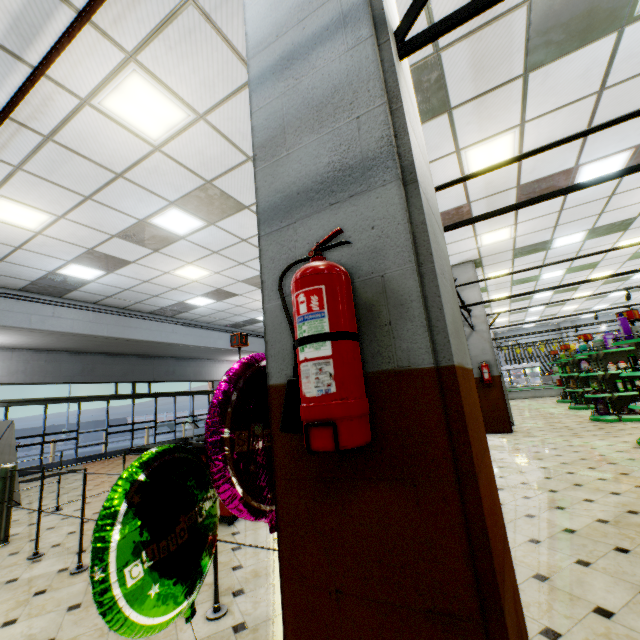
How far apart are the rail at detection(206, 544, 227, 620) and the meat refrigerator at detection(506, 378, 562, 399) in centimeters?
2193cm

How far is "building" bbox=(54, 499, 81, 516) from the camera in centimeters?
542cm

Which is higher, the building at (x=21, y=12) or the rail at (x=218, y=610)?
the building at (x=21, y=12)

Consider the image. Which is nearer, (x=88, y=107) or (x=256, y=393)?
(x=256, y=393)

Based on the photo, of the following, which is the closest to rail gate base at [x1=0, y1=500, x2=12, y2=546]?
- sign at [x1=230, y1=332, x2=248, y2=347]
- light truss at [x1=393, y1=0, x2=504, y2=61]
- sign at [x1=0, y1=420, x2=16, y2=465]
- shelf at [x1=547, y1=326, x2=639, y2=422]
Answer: sign at [x1=0, y1=420, x2=16, y2=465]

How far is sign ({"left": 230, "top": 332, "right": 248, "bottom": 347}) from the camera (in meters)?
4.75

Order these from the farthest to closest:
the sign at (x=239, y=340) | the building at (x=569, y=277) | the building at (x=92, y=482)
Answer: the building at (x=569, y=277), the building at (x=92, y=482), the sign at (x=239, y=340)

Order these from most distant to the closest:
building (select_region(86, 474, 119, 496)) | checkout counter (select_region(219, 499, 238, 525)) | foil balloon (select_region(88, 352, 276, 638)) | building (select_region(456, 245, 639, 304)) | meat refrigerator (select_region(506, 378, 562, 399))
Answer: meat refrigerator (select_region(506, 378, 562, 399)) < building (select_region(456, 245, 639, 304)) < building (select_region(86, 474, 119, 496)) < checkout counter (select_region(219, 499, 238, 525)) < foil balloon (select_region(88, 352, 276, 638))
